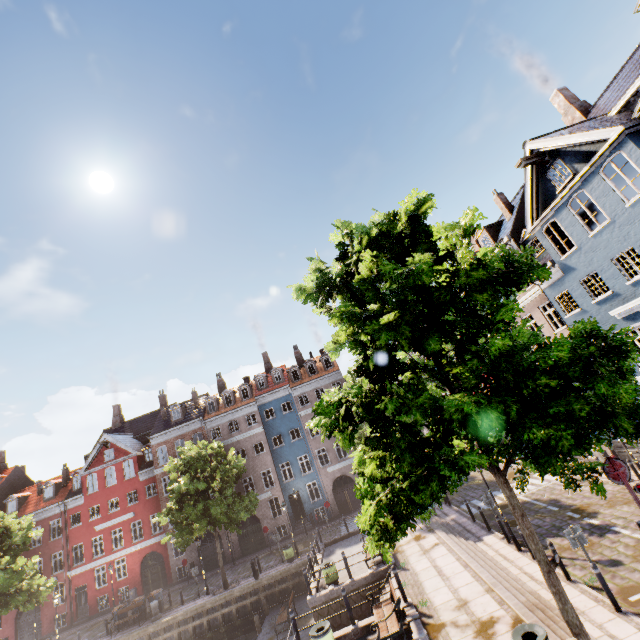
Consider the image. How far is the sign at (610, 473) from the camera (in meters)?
6.91

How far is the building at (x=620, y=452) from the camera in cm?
1745

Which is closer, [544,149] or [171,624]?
[544,149]

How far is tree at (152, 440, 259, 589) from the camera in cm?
2280

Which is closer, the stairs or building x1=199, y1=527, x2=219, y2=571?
the stairs

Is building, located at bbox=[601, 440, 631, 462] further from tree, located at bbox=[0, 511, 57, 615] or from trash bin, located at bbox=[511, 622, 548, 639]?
trash bin, located at bbox=[511, 622, 548, 639]

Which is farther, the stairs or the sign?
the stairs

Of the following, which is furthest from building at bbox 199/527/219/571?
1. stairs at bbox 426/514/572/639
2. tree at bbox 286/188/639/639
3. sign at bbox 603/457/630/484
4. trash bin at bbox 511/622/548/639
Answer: sign at bbox 603/457/630/484
